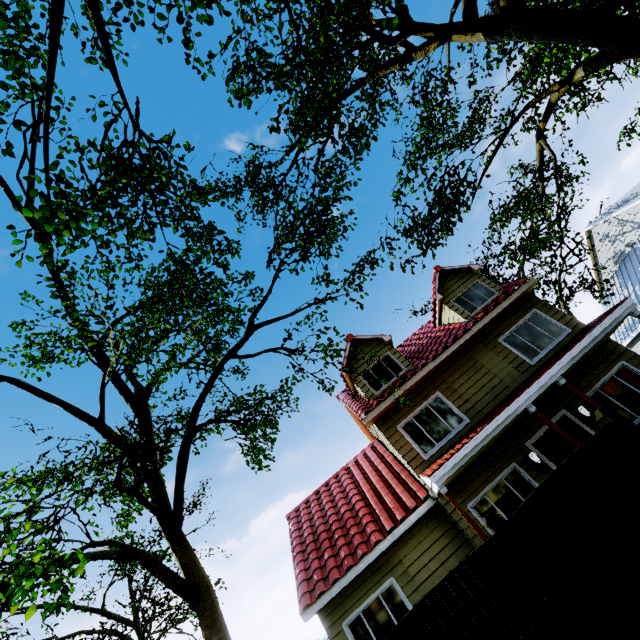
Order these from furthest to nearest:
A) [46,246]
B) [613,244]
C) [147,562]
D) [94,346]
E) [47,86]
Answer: [613,244]
[94,346]
[147,562]
[46,246]
[47,86]

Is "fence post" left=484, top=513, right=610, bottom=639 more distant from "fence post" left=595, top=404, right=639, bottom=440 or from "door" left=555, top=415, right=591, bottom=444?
"door" left=555, top=415, right=591, bottom=444

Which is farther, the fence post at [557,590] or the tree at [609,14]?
the tree at [609,14]

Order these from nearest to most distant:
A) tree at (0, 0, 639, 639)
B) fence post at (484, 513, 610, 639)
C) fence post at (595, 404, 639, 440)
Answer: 1. fence post at (484, 513, 610, 639)
2. fence post at (595, 404, 639, 440)
3. tree at (0, 0, 639, 639)

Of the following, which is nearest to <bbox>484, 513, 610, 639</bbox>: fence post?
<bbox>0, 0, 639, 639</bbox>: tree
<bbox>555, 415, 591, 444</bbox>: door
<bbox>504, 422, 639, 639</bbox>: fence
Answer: <bbox>504, 422, 639, 639</bbox>: fence

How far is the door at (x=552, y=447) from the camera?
9.54m

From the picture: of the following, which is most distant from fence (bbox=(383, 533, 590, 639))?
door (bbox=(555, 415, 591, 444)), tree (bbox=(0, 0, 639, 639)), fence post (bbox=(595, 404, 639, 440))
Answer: door (bbox=(555, 415, 591, 444))
